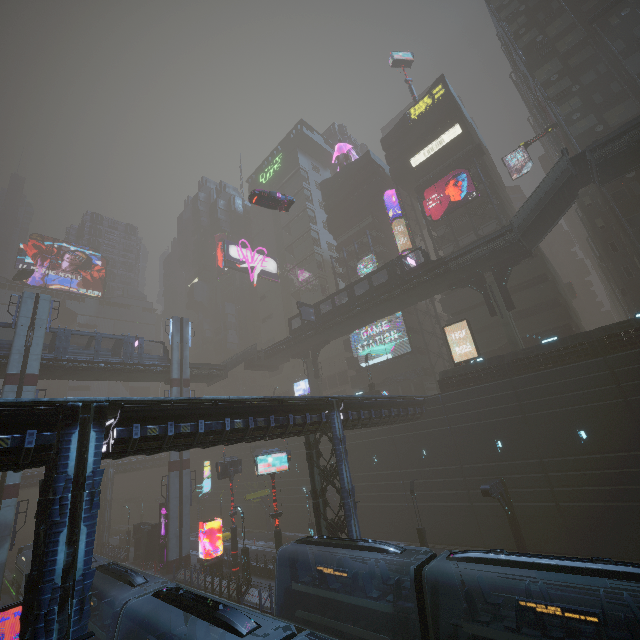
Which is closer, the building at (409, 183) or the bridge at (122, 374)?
the bridge at (122, 374)

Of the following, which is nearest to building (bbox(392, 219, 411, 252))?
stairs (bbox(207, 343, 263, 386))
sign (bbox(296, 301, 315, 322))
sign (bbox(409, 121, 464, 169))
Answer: sign (bbox(409, 121, 464, 169))

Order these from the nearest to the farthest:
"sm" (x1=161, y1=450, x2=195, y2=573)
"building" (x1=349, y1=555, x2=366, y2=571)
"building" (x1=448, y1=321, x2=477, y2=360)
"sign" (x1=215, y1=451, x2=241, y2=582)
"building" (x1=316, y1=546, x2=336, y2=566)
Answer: "building" (x1=349, y1=555, x2=366, y2=571) → "building" (x1=316, y1=546, x2=336, y2=566) → "sign" (x1=215, y1=451, x2=241, y2=582) → "sm" (x1=161, y1=450, x2=195, y2=573) → "building" (x1=448, y1=321, x2=477, y2=360)

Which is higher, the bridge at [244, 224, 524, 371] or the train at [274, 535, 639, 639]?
the bridge at [244, 224, 524, 371]

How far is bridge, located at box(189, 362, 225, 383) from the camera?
41.3 meters

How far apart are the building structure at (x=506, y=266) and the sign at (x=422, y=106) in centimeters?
3072cm

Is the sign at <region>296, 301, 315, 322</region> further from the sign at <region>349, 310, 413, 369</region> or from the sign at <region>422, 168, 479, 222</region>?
the sign at <region>422, 168, 479, 222</region>

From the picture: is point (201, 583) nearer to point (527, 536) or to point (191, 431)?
point (191, 431)
